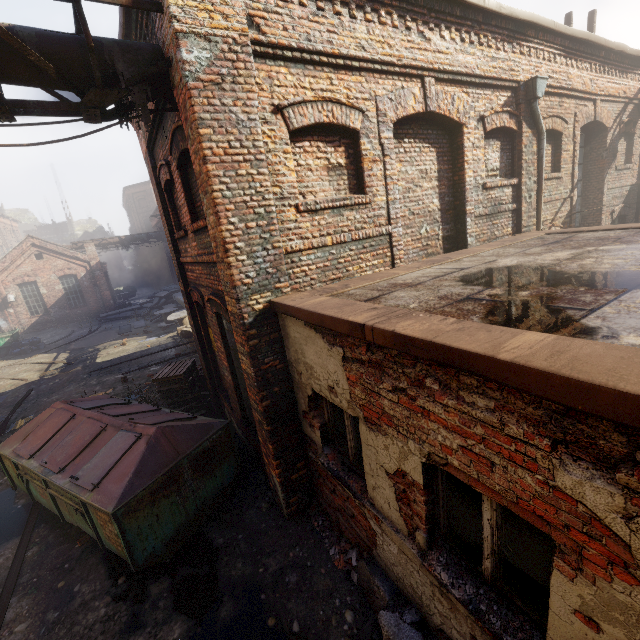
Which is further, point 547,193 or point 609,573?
point 547,193

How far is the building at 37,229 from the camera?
50.2 meters

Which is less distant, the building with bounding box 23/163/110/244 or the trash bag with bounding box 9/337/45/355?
the trash bag with bounding box 9/337/45/355

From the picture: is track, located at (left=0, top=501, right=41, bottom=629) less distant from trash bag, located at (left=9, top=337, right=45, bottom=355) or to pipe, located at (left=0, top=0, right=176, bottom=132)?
pipe, located at (left=0, top=0, right=176, bottom=132)

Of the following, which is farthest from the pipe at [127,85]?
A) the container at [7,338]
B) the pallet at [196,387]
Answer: the container at [7,338]

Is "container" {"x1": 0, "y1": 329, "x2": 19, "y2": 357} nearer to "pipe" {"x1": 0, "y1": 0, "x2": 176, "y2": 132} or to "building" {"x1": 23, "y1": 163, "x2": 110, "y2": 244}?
"pipe" {"x1": 0, "y1": 0, "x2": 176, "y2": 132}

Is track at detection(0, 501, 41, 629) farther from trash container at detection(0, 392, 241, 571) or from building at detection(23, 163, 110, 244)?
building at detection(23, 163, 110, 244)

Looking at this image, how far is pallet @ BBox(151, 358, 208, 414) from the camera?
8.77m
